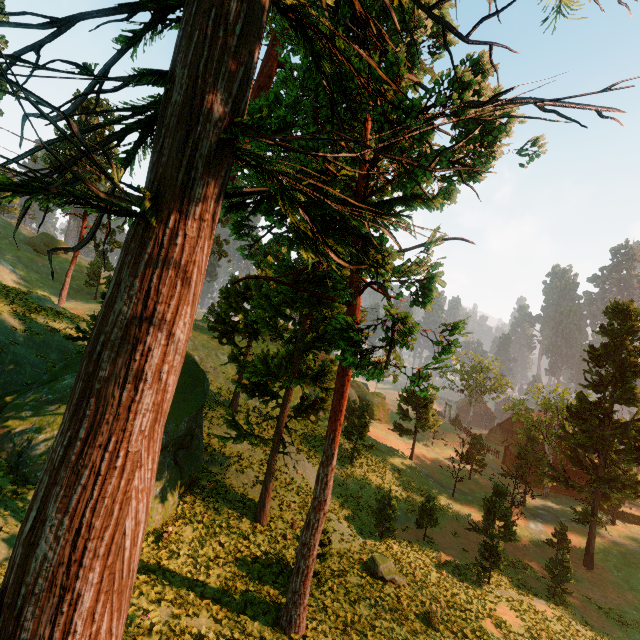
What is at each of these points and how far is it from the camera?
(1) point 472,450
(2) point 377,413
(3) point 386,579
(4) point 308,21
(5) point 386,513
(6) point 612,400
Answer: (1) treerock, 36.53m
(2) rock, 54.56m
(3) treerock, 17.36m
(4) treerock, 6.55m
(5) treerock, 23.56m
(6) treerock, 28.61m

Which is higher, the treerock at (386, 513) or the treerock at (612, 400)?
the treerock at (612, 400)

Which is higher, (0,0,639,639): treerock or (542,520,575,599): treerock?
(0,0,639,639): treerock

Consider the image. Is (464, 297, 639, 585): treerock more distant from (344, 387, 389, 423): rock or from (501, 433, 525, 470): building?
(344, 387, 389, 423): rock

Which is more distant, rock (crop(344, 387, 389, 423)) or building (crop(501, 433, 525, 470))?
rock (crop(344, 387, 389, 423))

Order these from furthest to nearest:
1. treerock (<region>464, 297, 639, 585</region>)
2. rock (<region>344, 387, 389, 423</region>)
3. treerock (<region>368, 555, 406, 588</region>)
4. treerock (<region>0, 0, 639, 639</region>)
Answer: rock (<region>344, 387, 389, 423</region>) < treerock (<region>464, 297, 639, 585</region>) < treerock (<region>368, 555, 406, 588</region>) < treerock (<region>0, 0, 639, 639</region>)

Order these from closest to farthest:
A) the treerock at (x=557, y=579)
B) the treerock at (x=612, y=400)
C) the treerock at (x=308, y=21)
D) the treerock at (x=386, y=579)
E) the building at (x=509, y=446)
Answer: the treerock at (x=308, y=21), the treerock at (x=386, y=579), the treerock at (x=557, y=579), the treerock at (x=612, y=400), the building at (x=509, y=446)
